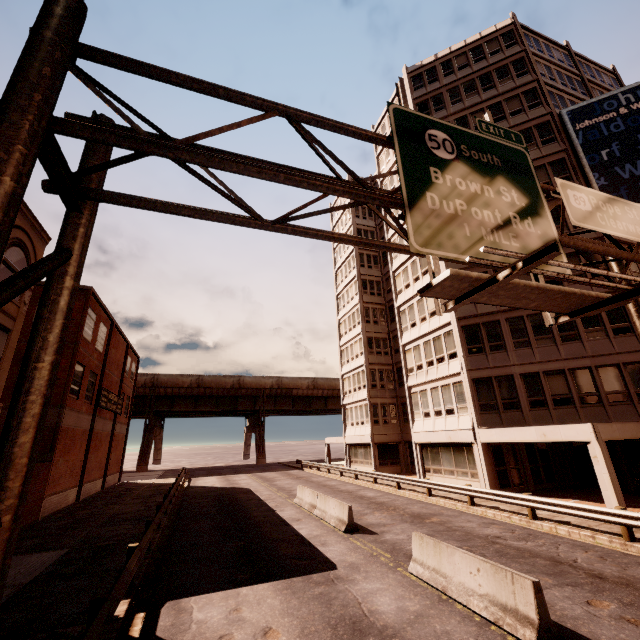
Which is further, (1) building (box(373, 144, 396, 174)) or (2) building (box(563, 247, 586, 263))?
(1) building (box(373, 144, 396, 174))

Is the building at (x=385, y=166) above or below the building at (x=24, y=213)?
above

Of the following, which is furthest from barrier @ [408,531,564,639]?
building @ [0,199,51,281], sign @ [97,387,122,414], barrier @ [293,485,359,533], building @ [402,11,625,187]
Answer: sign @ [97,387,122,414]

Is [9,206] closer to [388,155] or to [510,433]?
[510,433]

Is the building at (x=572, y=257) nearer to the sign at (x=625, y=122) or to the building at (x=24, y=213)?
the sign at (x=625, y=122)

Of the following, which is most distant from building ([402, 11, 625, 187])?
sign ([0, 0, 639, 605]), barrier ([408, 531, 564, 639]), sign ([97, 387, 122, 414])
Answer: sign ([97, 387, 122, 414])

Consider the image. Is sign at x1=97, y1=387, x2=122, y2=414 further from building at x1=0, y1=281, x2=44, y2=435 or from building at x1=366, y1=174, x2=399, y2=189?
building at x1=366, y1=174, x2=399, y2=189

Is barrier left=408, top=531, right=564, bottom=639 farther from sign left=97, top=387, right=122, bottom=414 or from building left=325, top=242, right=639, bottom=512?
sign left=97, top=387, right=122, bottom=414
